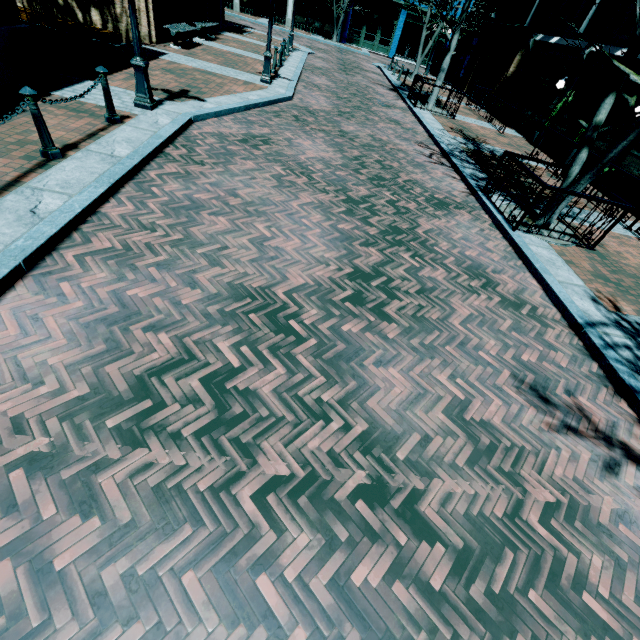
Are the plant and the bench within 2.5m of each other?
no

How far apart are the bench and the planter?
15.9m

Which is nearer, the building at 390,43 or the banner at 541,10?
the banner at 541,10

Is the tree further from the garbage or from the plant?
the garbage

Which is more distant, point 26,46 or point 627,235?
point 627,235

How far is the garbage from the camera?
6.3m

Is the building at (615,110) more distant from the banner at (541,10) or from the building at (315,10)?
the building at (315,10)

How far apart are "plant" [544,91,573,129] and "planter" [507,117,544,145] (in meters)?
1.13
